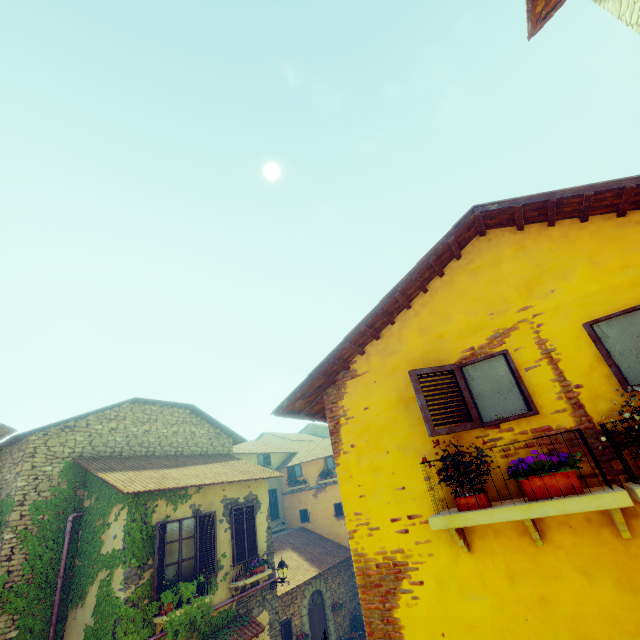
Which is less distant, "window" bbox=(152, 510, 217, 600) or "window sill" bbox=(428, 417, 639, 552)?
"window sill" bbox=(428, 417, 639, 552)

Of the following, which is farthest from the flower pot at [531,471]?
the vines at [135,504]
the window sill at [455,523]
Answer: the vines at [135,504]

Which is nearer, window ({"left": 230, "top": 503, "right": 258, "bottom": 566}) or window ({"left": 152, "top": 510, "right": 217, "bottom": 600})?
window ({"left": 152, "top": 510, "right": 217, "bottom": 600})

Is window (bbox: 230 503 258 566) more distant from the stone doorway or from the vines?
the stone doorway

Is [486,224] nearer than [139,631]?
Yes

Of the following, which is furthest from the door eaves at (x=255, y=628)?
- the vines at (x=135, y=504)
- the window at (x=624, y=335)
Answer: the window at (x=624, y=335)

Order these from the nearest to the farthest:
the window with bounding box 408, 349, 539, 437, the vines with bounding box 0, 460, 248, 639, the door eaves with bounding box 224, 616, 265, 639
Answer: the window with bounding box 408, 349, 539, 437 → the vines with bounding box 0, 460, 248, 639 → the door eaves with bounding box 224, 616, 265, 639

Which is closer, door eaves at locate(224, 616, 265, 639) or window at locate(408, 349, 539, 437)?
window at locate(408, 349, 539, 437)
